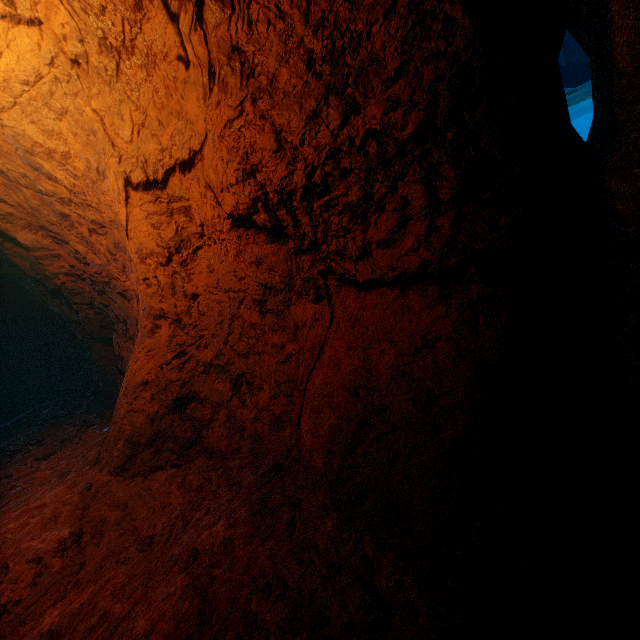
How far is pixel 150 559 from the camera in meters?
1.9 m
